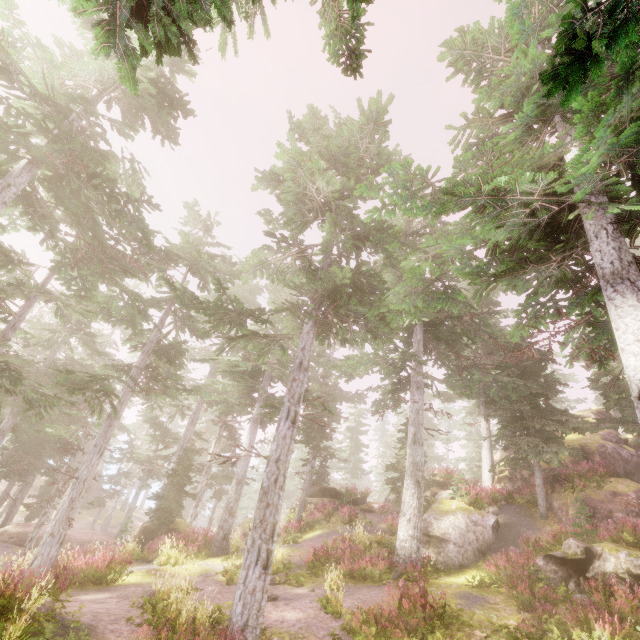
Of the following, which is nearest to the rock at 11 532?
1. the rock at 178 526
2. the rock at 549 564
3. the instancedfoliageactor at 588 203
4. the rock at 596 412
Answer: the instancedfoliageactor at 588 203

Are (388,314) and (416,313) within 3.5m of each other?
yes

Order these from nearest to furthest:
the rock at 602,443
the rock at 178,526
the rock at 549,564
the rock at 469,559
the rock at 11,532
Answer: the rock at 549,564, the rock at 469,559, the rock at 602,443, the rock at 178,526, the rock at 11,532

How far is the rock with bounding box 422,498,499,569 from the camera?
14.1 meters

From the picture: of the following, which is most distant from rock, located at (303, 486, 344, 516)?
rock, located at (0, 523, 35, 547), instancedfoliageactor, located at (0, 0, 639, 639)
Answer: rock, located at (0, 523, 35, 547)

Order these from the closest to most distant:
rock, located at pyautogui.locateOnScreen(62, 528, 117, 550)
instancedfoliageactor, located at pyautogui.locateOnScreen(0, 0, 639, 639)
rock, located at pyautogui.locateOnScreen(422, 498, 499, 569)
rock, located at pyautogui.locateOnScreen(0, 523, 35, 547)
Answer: instancedfoliageactor, located at pyautogui.locateOnScreen(0, 0, 639, 639) → rock, located at pyautogui.locateOnScreen(422, 498, 499, 569) → rock, located at pyautogui.locateOnScreen(0, 523, 35, 547) → rock, located at pyautogui.locateOnScreen(62, 528, 117, 550)

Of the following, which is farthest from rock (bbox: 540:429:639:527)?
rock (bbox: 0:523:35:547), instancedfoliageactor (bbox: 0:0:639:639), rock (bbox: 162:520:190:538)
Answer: rock (bbox: 0:523:35:547)

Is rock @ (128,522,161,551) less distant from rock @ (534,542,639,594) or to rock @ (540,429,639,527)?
rock @ (540,429,639,527)
